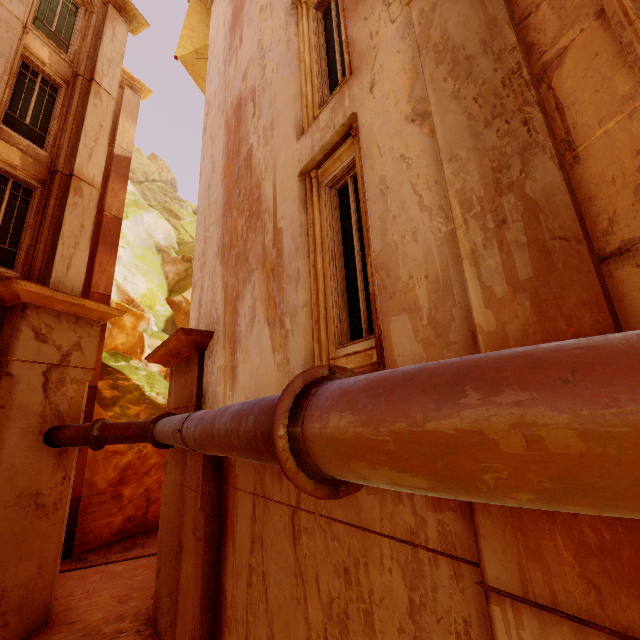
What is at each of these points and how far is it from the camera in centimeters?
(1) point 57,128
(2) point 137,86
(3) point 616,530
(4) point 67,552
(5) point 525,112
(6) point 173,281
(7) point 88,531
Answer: (1) window, 976cm
(2) trim, 1708cm
(3) column, 140cm
(4) column, 1091cm
(5) column, 210cm
(6) rock, 2441cm
(7) rock, 1180cm

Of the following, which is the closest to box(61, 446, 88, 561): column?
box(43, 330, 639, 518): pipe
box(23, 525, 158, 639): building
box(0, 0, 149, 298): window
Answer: box(23, 525, 158, 639): building

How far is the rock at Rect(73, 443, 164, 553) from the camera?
11.90m

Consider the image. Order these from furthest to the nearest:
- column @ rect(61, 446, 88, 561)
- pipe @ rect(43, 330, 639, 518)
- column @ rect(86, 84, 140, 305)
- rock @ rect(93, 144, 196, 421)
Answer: rock @ rect(93, 144, 196, 421), column @ rect(86, 84, 140, 305), column @ rect(61, 446, 88, 561), pipe @ rect(43, 330, 639, 518)

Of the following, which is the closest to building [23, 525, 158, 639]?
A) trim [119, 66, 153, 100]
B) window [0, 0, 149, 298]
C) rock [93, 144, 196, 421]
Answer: rock [93, 144, 196, 421]

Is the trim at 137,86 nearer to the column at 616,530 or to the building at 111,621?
the column at 616,530

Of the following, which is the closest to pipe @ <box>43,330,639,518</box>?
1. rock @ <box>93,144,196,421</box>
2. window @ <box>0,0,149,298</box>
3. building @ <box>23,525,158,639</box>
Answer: building @ <box>23,525,158,639</box>

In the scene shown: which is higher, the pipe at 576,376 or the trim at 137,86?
the trim at 137,86
